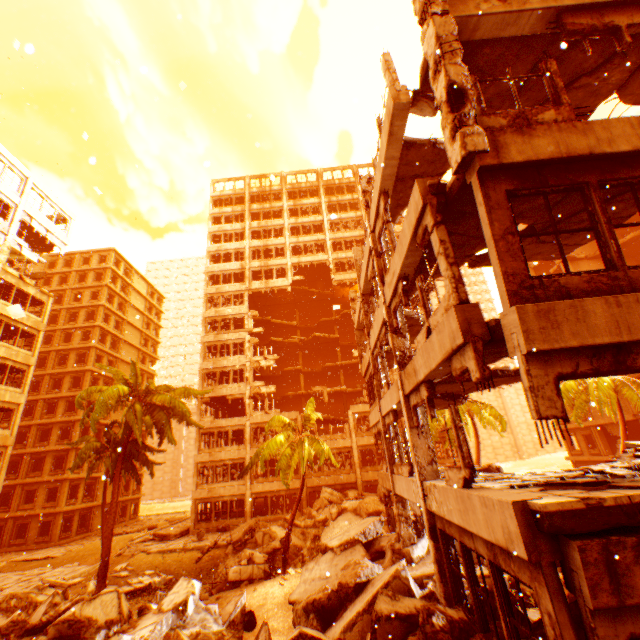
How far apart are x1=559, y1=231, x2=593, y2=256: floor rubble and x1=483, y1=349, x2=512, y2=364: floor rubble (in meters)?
2.52

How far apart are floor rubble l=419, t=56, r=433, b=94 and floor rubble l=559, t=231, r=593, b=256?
2.5m

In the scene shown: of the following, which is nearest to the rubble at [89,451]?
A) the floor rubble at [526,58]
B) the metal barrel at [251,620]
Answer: the metal barrel at [251,620]

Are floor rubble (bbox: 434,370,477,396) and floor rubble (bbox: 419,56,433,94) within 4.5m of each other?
no

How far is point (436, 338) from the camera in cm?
654

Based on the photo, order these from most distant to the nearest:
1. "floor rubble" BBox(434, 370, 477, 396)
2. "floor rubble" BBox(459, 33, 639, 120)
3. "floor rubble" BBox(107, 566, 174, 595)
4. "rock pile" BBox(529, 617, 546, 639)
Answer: "floor rubble" BBox(107, 566, 174, 595), "floor rubble" BBox(434, 370, 477, 396), "floor rubble" BBox(459, 33, 639, 120), "rock pile" BBox(529, 617, 546, 639)

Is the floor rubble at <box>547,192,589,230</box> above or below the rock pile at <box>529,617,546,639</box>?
above

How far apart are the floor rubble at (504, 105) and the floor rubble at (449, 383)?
5.6m
